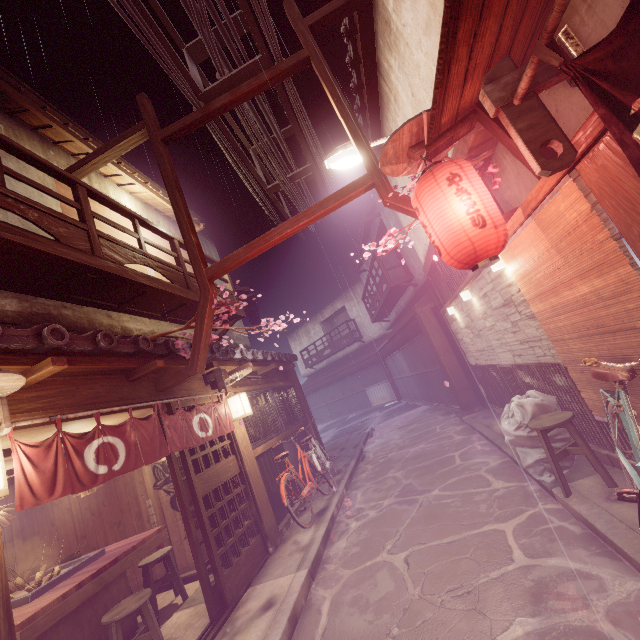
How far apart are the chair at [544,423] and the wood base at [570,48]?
4.96m

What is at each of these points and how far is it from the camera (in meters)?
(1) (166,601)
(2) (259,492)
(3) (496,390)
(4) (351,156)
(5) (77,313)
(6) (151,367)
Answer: (1) building, 9.44
(2) wood pole, 10.20
(3) wood partition, 13.48
(4) light, 9.37
(5) house, 9.18
(6) stick, 7.48

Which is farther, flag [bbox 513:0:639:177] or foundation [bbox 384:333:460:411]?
foundation [bbox 384:333:460:411]

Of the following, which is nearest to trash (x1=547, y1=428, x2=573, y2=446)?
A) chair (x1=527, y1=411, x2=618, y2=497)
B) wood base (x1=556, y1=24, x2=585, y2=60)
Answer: chair (x1=527, y1=411, x2=618, y2=497)

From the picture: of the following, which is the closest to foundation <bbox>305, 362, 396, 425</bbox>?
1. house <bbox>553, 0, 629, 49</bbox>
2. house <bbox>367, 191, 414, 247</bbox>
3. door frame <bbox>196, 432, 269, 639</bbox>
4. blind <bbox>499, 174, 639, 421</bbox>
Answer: door frame <bbox>196, 432, 269, 639</bbox>

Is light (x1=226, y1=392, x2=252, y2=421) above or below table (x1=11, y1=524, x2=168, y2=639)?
above

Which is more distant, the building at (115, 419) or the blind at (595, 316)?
the building at (115, 419)

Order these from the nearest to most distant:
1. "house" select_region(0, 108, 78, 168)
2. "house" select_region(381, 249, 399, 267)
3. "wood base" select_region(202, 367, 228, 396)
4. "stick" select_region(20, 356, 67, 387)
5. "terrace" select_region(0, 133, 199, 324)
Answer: "stick" select_region(20, 356, 67, 387) → "terrace" select_region(0, 133, 199, 324) → "house" select_region(0, 108, 78, 168) → "wood base" select_region(202, 367, 228, 396) → "house" select_region(381, 249, 399, 267)
